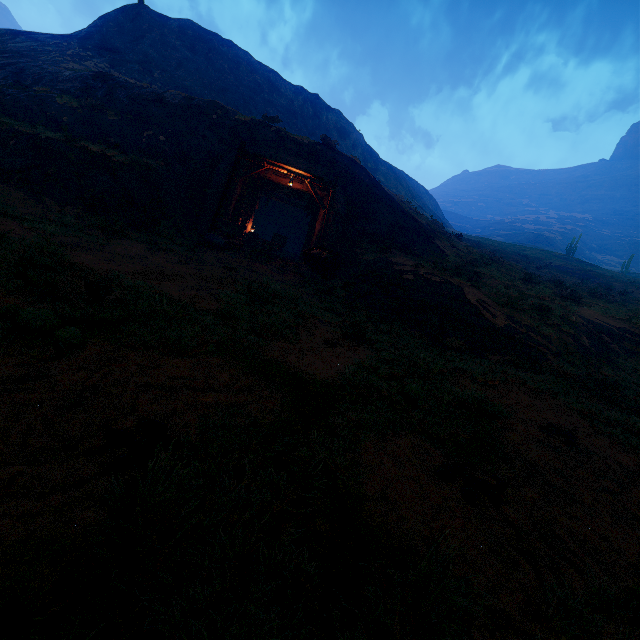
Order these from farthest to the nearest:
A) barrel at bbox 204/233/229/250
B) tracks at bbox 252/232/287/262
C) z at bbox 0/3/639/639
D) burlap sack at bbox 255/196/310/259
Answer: burlap sack at bbox 255/196/310/259 → tracks at bbox 252/232/287/262 → barrel at bbox 204/233/229/250 → z at bbox 0/3/639/639

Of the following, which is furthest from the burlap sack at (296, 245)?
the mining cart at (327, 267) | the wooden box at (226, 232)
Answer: the mining cart at (327, 267)

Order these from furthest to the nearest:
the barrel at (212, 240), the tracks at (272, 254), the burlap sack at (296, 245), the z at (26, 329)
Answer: the burlap sack at (296, 245) < the tracks at (272, 254) < the barrel at (212, 240) < the z at (26, 329)

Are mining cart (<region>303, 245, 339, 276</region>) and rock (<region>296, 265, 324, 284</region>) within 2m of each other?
yes

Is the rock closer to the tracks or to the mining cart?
the mining cart

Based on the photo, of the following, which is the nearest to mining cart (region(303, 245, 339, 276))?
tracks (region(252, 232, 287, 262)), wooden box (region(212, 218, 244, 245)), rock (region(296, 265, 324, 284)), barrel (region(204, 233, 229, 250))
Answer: rock (region(296, 265, 324, 284))

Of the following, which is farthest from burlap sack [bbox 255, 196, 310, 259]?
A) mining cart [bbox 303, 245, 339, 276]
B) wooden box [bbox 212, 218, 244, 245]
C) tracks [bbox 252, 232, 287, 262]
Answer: mining cart [bbox 303, 245, 339, 276]

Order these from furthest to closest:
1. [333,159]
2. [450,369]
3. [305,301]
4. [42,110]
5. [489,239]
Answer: [489,239], [333,159], [42,110], [305,301], [450,369]
